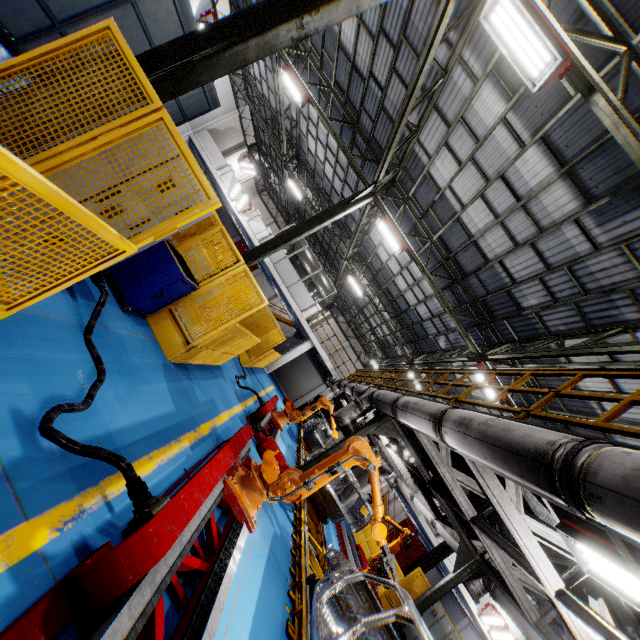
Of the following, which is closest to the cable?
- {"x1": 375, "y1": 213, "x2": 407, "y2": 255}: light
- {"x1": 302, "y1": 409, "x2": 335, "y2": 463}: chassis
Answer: {"x1": 302, "y1": 409, "x2": 335, "y2": 463}: chassis

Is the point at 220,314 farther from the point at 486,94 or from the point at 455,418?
the point at 486,94

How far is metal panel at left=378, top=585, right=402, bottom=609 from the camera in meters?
13.0

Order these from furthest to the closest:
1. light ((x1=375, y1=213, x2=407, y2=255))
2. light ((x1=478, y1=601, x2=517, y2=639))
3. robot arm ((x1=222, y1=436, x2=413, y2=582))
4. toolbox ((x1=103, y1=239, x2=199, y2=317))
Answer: light ((x1=478, y1=601, x2=517, y2=639))
light ((x1=375, y1=213, x2=407, y2=255))
toolbox ((x1=103, y1=239, x2=199, y2=317))
robot arm ((x1=222, y1=436, x2=413, y2=582))

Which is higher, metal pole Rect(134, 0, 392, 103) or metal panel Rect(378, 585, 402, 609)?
metal pole Rect(134, 0, 392, 103)

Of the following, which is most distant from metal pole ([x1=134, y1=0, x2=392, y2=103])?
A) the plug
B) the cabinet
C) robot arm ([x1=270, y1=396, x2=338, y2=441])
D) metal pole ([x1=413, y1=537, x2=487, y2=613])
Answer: the cabinet

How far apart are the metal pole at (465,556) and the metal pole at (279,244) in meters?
10.2

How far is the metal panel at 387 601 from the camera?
13.04m
